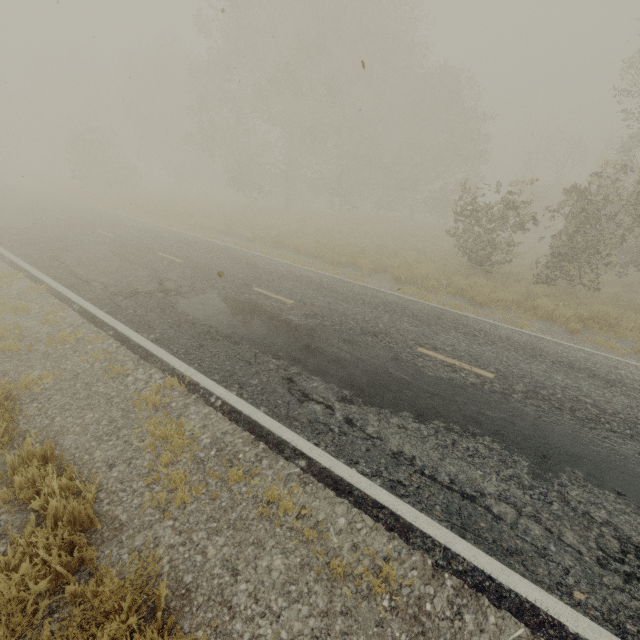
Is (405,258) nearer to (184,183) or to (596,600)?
(596,600)
